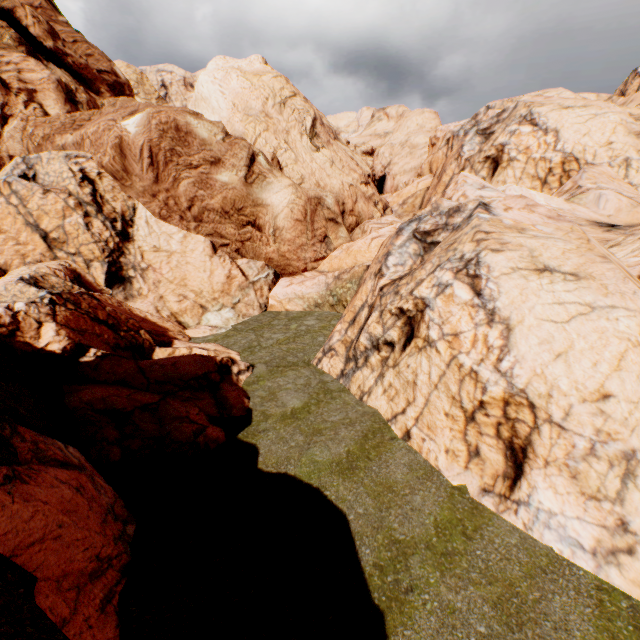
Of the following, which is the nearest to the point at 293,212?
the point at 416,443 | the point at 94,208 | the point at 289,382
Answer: the point at 94,208

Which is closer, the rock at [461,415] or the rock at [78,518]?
the rock at [78,518]

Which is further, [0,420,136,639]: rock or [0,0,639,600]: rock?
[0,0,639,600]: rock
